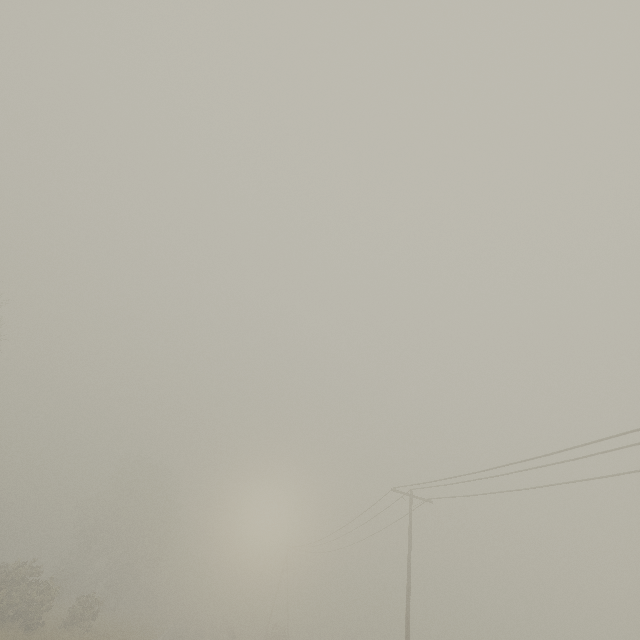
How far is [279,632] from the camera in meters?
42.6
